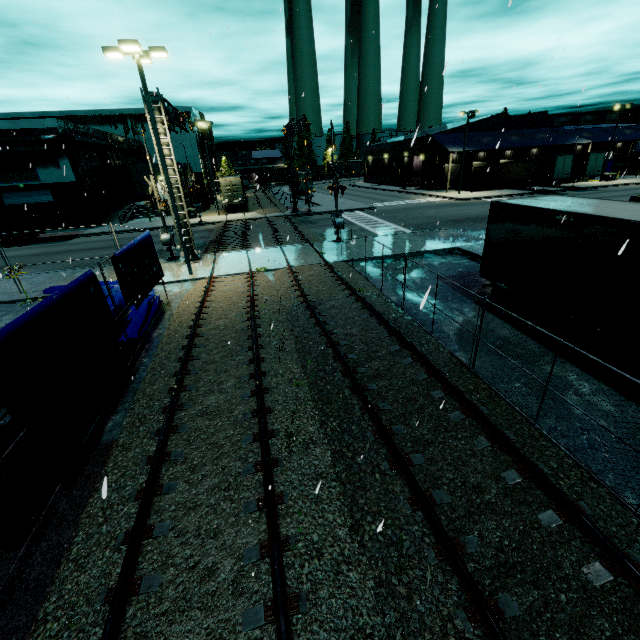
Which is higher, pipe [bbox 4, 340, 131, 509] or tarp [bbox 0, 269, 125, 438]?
tarp [bbox 0, 269, 125, 438]

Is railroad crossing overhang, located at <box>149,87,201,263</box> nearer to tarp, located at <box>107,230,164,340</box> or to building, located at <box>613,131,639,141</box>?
tarp, located at <box>107,230,164,340</box>

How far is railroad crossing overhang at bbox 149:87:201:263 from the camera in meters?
16.6

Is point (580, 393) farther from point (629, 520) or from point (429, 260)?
point (429, 260)

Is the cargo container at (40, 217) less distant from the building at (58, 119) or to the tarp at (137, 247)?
the building at (58, 119)

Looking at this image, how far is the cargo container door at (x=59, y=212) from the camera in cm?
3005

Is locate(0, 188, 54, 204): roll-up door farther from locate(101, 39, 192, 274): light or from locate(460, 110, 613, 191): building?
locate(101, 39, 192, 274): light
